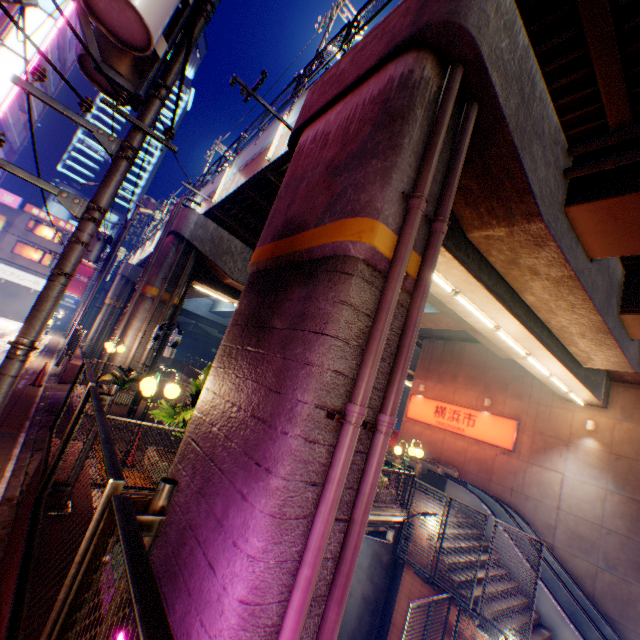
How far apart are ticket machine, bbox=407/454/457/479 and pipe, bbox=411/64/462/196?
15.68m

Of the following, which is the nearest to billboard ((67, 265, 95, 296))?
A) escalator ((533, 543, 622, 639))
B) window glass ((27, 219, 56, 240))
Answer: window glass ((27, 219, 56, 240))

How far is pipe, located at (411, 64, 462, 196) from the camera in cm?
406

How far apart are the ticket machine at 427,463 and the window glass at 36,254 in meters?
45.1 m

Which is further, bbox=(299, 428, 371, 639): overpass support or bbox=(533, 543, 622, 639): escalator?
bbox=(533, 543, 622, 639): escalator

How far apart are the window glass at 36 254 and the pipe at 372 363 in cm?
4871

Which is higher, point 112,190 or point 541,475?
point 112,190

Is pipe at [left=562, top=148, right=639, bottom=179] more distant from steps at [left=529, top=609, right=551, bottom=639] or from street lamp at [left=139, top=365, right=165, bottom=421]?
steps at [left=529, top=609, right=551, bottom=639]
